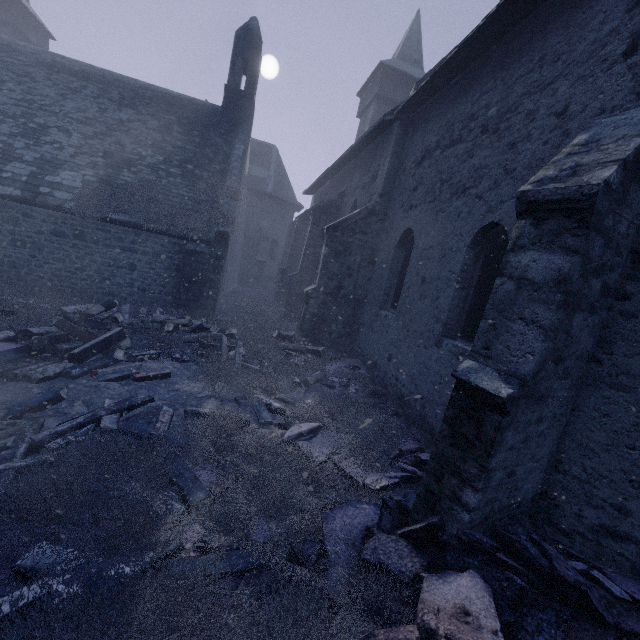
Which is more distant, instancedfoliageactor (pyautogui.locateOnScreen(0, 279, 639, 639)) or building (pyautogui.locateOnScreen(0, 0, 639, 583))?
building (pyautogui.locateOnScreen(0, 0, 639, 583))

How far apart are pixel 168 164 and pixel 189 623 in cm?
1337

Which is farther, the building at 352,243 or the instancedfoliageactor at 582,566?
the building at 352,243

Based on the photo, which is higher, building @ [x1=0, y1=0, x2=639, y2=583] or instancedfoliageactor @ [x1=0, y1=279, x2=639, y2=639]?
building @ [x1=0, y1=0, x2=639, y2=583]

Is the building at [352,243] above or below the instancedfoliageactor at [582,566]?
above
